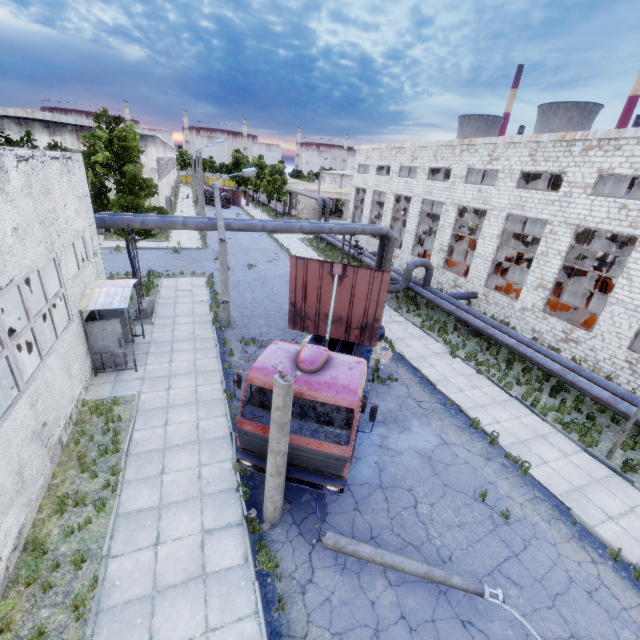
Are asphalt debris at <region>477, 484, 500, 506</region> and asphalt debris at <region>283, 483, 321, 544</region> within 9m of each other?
yes

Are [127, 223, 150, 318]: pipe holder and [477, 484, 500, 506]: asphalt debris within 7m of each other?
no

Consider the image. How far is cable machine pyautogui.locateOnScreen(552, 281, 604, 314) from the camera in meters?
19.5 m

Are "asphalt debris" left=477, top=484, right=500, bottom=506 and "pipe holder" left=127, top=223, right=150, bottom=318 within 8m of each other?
no

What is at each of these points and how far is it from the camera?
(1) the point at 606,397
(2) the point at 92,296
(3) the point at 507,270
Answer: (1) pipe, 12.76m
(2) awning, 12.20m
(3) cable machine, 25.22m

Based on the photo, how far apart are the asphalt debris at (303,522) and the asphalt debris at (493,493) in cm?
451

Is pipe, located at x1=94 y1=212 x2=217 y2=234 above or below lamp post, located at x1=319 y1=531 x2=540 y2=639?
above

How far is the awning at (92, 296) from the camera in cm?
1184
